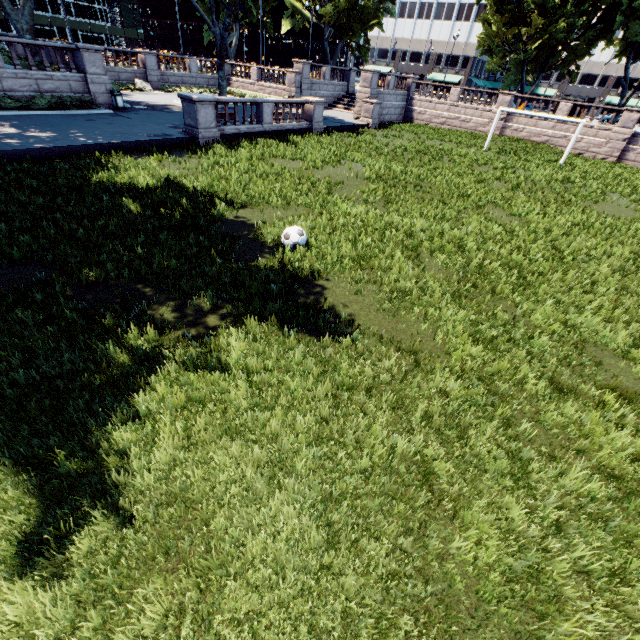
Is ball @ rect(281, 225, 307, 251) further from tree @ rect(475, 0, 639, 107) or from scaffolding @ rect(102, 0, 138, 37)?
scaffolding @ rect(102, 0, 138, 37)

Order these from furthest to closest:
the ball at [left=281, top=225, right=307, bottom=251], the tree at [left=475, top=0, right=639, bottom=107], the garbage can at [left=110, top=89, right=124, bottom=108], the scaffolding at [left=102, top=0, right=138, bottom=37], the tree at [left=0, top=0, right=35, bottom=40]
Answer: the scaffolding at [left=102, top=0, right=138, bottom=37] → the tree at [left=475, top=0, right=639, bottom=107] → the garbage can at [left=110, top=89, right=124, bottom=108] → the tree at [left=0, top=0, right=35, bottom=40] → the ball at [left=281, top=225, right=307, bottom=251]

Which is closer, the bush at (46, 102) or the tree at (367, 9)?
the bush at (46, 102)

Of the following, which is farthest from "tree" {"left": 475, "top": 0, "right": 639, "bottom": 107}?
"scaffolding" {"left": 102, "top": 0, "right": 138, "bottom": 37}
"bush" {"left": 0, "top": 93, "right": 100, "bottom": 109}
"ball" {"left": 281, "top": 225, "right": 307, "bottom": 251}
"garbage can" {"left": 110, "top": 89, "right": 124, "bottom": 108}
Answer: "scaffolding" {"left": 102, "top": 0, "right": 138, "bottom": 37}

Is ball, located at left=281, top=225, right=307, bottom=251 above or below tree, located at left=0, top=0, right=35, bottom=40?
below

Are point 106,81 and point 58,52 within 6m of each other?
yes

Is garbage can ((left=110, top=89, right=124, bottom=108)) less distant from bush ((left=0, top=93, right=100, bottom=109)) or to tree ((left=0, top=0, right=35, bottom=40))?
bush ((left=0, top=93, right=100, bottom=109))

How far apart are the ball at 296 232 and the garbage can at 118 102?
21.1 meters
